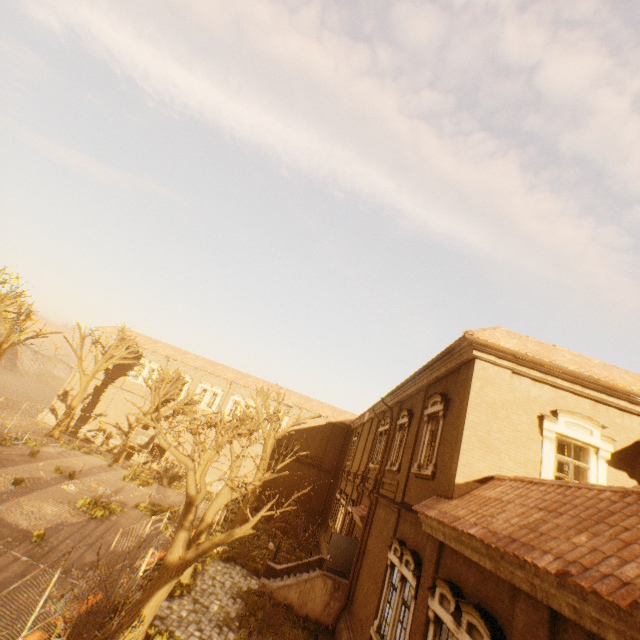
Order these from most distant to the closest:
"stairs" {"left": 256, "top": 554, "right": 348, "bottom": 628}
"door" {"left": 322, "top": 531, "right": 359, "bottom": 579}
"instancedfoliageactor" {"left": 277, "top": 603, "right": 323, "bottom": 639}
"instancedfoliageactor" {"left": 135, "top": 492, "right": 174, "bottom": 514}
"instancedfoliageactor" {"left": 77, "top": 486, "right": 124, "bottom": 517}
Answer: "instancedfoliageactor" {"left": 135, "top": 492, "right": 174, "bottom": 514} < "instancedfoliageactor" {"left": 77, "top": 486, "right": 124, "bottom": 517} < "door" {"left": 322, "top": 531, "right": 359, "bottom": 579} < "stairs" {"left": 256, "top": 554, "right": 348, "bottom": 628} < "instancedfoliageactor" {"left": 277, "top": 603, "right": 323, "bottom": 639}

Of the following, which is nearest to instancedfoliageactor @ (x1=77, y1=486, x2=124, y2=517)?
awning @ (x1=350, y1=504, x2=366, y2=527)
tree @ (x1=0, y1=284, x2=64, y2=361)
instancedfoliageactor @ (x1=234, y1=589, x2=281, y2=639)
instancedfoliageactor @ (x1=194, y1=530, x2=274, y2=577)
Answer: instancedfoliageactor @ (x1=194, y1=530, x2=274, y2=577)

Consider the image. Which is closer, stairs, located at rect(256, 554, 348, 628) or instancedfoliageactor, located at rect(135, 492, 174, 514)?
stairs, located at rect(256, 554, 348, 628)

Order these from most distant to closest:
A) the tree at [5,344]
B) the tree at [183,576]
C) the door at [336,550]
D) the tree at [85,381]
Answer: the tree at [85,381] → the tree at [5,344] → the door at [336,550] → the tree at [183,576]

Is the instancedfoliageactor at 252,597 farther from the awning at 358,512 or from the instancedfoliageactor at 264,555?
the awning at 358,512

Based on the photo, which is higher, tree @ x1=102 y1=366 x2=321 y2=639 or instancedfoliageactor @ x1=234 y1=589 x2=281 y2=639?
tree @ x1=102 y1=366 x2=321 y2=639

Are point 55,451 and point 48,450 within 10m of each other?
yes

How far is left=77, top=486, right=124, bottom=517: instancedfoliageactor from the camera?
16.61m
